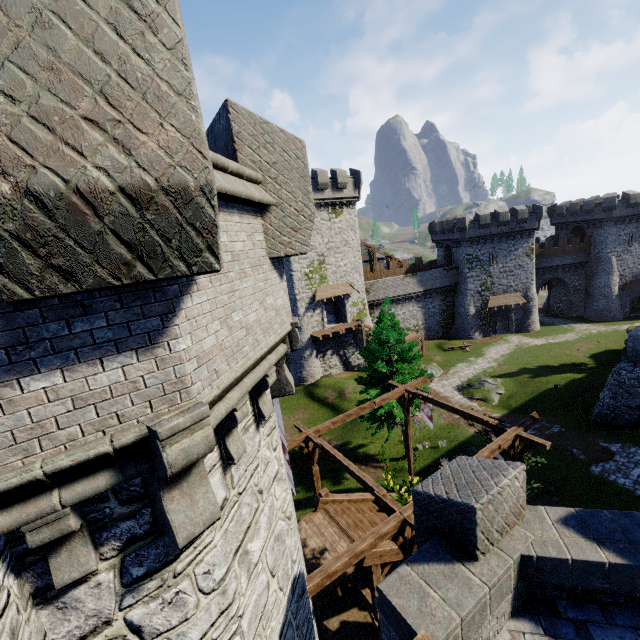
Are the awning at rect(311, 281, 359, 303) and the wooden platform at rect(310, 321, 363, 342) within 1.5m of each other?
no

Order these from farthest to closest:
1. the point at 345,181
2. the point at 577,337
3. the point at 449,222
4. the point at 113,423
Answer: the point at 449,222
the point at 577,337
the point at 345,181
the point at 113,423

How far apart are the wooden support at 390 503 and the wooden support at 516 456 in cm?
369

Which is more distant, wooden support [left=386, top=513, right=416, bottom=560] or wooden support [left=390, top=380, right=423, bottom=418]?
wooden support [left=390, top=380, right=423, bottom=418]

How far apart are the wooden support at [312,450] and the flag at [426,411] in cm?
510

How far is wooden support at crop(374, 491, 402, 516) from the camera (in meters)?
9.76

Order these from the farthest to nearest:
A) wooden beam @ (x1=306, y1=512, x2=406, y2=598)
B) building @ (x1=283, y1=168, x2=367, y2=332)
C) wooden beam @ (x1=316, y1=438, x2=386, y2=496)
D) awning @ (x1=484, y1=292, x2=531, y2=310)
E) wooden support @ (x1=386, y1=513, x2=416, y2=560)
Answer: awning @ (x1=484, y1=292, x2=531, y2=310) → building @ (x1=283, y1=168, x2=367, y2=332) → wooden beam @ (x1=316, y1=438, x2=386, y2=496) → wooden support @ (x1=386, y1=513, x2=416, y2=560) → wooden beam @ (x1=306, y1=512, x2=406, y2=598)

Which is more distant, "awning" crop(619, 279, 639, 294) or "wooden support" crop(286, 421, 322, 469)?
"awning" crop(619, 279, 639, 294)
